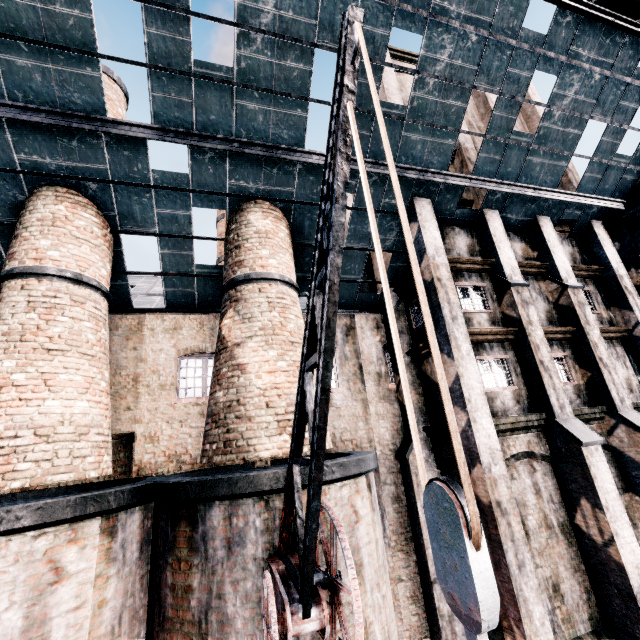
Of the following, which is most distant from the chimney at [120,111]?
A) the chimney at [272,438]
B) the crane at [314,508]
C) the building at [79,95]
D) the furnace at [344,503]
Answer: the crane at [314,508]

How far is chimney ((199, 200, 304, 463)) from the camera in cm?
841

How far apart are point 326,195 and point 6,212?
12.1 meters

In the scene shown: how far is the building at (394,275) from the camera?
11.4 meters

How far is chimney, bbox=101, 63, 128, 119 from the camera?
12.38m

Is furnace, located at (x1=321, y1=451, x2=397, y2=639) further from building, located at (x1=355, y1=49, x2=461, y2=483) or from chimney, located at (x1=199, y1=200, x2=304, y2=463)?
chimney, located at (x1=199, y1=200, x2=304, y2=463)

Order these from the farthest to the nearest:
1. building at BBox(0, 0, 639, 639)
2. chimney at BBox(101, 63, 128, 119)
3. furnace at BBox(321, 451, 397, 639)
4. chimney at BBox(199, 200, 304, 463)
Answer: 1. chimney at BBox(101, 63, 128, 119)
2. building at BBox(0, 0, 639, 639)
3. chimney at BBox(199, 200, 304, 463)
4. furnace at BBox(321, 451, 397, 639)

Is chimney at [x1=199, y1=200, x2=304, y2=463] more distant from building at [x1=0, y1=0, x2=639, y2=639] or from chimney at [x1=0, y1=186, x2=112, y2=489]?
chimney at [x1=0, y1=186, x2=112, y2=489]
